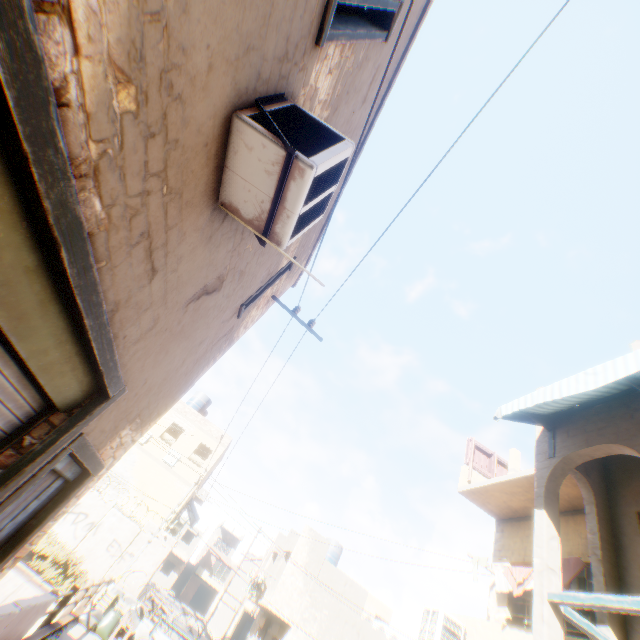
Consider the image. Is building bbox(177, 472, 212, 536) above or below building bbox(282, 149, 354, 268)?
below

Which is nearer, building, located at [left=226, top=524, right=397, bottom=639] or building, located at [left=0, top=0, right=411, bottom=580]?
building, located at [left=0, top=0, right=411, bottom=580]

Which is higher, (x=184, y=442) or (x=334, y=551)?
(x=334, y=551)

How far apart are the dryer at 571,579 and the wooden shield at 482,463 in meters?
2.2 m

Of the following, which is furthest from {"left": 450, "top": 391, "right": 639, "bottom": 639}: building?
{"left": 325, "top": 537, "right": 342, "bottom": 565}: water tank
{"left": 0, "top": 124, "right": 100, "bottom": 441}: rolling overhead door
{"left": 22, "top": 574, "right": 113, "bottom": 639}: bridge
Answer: {"left": 22, "top": 574, "right": 113, "bottom": 639}: bridge

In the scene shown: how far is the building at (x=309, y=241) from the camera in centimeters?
600cm

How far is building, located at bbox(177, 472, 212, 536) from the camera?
21.2m

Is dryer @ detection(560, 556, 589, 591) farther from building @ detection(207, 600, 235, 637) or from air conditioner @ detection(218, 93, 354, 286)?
air conditioner @ detection(218, 93, 354, 286)
